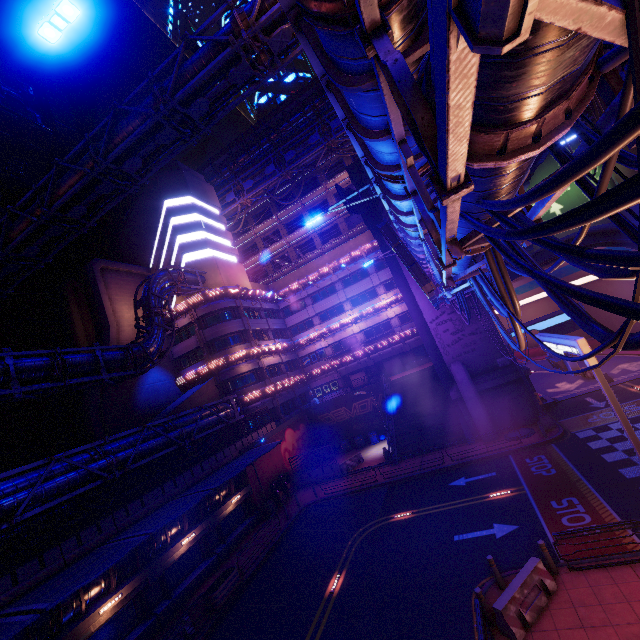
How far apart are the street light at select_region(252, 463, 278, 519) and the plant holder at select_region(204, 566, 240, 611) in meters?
7.7

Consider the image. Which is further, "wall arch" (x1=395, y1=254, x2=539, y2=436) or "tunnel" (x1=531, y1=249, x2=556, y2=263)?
"tunnel" (x1=531, y1=249, x2=556, y2=263)

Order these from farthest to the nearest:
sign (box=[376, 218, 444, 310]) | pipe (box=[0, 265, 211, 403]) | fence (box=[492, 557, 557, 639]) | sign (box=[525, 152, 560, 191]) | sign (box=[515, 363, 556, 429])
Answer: sign (box=[525, 152, 560, 191])
sign (box=[515, 363, 556, 429])
pipe (box=[0, 265, 211, 403])
sign (box=[376, 218, 444, 310])
fence (box=[492, 557, 557, 639])

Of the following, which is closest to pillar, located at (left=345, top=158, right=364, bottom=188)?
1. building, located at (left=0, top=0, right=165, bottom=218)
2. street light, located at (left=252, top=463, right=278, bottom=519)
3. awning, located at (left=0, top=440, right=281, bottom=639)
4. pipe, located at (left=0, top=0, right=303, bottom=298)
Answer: pipe, located at (left=0, top=0, right=303, bottom=298)

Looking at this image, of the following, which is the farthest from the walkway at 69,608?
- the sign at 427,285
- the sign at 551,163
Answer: the sign at 551,163

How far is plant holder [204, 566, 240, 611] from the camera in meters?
17.0 m

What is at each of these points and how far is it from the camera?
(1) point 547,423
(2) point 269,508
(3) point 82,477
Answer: (1) sign, 22.25m
(2) street light, 27.06m
(3) pipe, 15.94m

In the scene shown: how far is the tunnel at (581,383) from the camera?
26.5 meters
